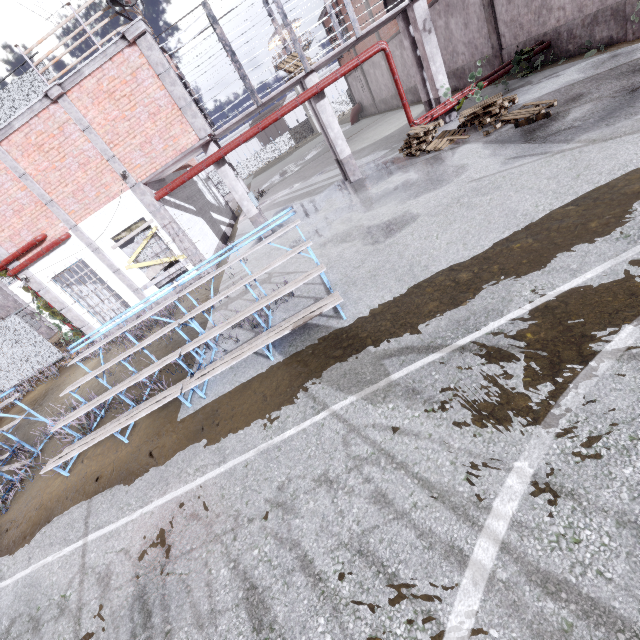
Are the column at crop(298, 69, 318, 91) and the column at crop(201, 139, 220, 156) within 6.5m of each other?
yes

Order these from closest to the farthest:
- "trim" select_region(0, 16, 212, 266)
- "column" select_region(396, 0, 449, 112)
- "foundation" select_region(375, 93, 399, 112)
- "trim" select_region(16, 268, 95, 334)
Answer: "trim" select_region(0, 16, 212, 266) → "column" select_region(396, 0, 449, 112) → "trim" select_region(16, 268, 95, 334) → "foundation" select_region(375, 93, 399, 112)

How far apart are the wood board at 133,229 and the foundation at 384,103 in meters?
21.9

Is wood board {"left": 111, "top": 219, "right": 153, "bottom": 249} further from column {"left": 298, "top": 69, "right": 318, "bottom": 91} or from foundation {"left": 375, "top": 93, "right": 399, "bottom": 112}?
foundation {"left": 375, "top": 93, "right": 399, "bottom": 112}

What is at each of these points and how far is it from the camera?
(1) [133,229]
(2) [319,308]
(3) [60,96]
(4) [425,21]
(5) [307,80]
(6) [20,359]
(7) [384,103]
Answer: (1) wood board, 12.32m
(2) bleachers, 5.38m
(3) trim, 9.97m
(4) column, 11.07m
(5) column, 11.37m
(6) fence, 15.47m
(7) foundation, 27.33m

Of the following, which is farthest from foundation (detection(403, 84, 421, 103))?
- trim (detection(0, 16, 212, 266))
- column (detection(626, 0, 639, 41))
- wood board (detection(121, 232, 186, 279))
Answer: wood board (detection(121, 232, 186, 279))

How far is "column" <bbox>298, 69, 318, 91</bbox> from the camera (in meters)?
11.30

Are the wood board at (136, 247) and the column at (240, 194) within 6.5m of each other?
yes
